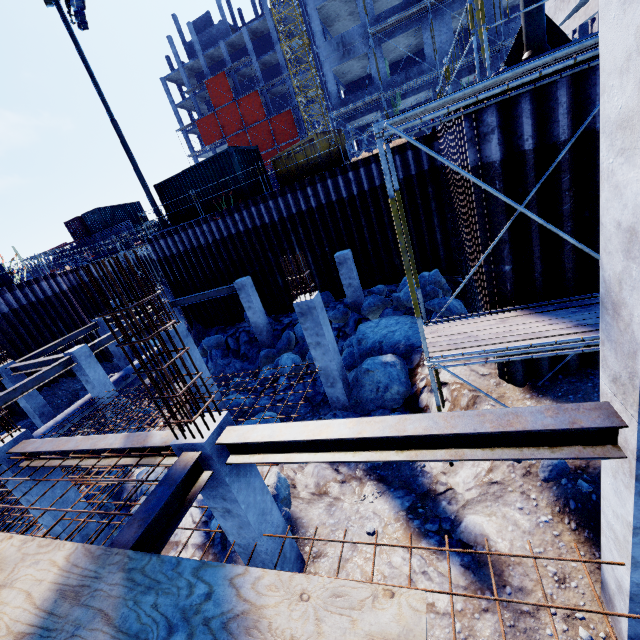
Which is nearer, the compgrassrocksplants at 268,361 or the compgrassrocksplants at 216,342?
the compgrassrocksplants at 268,361

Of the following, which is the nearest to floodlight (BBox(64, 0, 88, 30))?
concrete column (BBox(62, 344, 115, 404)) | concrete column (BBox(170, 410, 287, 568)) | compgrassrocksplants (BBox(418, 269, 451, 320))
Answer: concrete column (BBox(62, 344, 115, 404))

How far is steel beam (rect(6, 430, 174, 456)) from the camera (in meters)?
4.87

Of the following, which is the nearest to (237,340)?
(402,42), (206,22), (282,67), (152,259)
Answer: (152,259)

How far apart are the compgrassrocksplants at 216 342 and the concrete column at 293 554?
12.73m

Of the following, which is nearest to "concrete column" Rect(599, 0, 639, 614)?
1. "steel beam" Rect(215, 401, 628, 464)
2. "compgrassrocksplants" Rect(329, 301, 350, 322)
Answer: "steel beam" Rect(215, 401, 628, 464)

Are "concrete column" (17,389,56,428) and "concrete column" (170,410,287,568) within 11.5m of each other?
no

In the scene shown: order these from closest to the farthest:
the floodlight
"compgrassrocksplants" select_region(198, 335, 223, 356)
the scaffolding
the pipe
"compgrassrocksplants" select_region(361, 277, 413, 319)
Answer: "compgrassrocksplants" select_region(361, 277, 413, 319)
the floodlight
the pipe
"compgrassrocksplants" select_region(198, 335, 223, 356)
the scaffolding
